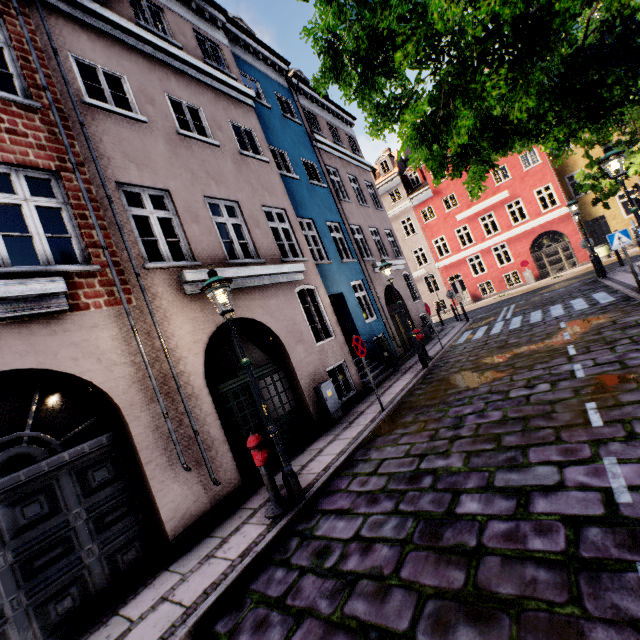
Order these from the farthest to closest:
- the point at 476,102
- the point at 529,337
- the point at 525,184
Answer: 1. the point at 525,184
2. the point at 529,337
3. the point at 476,102

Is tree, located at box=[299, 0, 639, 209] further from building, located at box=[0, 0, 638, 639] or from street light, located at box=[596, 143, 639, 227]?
building, located at box=[0, 0, 638, 639]

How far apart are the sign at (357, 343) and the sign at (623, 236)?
8.3 meters

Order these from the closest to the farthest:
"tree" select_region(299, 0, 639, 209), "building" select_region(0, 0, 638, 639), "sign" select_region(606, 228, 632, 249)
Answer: "tree" select_region(299, 0, 639, 209)
"building" select_region(0, 0, 638, 639)
"sign" select_region(606, 228, 632, 249)

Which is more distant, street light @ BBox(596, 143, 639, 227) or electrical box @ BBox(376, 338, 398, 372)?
electrical box @ BBox(376, 338, 398, 372)

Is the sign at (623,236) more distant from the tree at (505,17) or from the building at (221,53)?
the building at (221,53)

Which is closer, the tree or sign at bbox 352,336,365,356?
the tree

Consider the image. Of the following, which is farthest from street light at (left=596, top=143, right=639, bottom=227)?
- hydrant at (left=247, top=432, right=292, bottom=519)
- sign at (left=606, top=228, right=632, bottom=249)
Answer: sign at (left=606, top=228, right=632, bottom=249)
